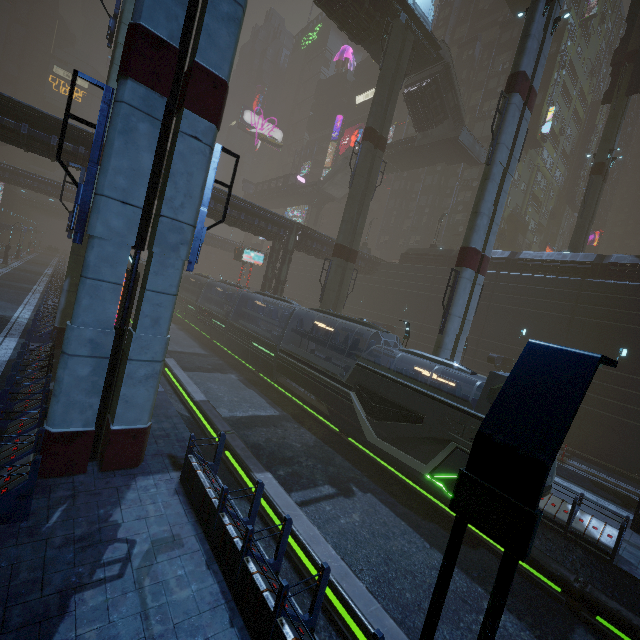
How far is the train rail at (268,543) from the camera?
7.99m

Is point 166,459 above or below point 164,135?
below

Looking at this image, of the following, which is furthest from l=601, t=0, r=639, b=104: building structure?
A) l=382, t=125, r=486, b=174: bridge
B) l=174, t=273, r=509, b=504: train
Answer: l=174, t=273, r=509, b=504: train

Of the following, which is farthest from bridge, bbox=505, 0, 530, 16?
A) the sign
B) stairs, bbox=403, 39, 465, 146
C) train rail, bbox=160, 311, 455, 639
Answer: train rail, bbox=160, 311, 455, 639

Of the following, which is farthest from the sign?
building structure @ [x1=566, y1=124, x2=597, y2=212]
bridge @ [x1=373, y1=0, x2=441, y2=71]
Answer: building structure @ [x1=566, y1=124, x2=597, y2=212]

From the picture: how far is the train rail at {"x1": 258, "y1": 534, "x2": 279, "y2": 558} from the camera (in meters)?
7.99

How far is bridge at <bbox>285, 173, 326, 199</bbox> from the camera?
53.9m

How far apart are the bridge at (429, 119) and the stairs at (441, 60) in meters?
0.0 m
